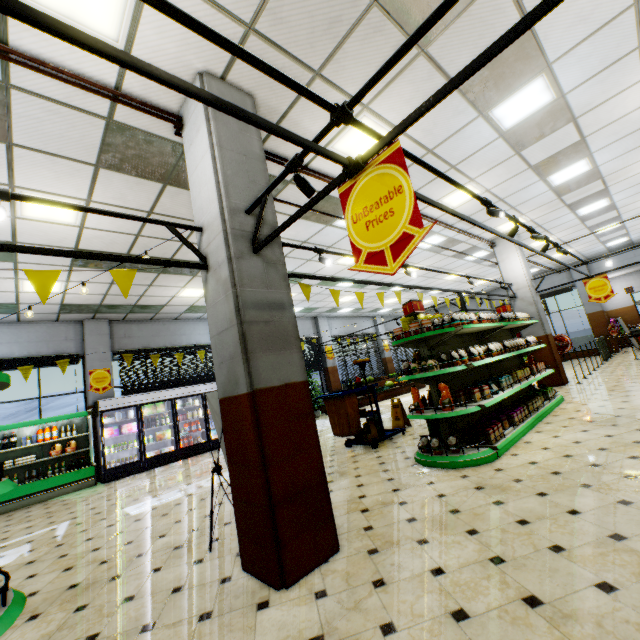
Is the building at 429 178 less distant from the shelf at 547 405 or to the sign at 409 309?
the shelf at 547 405

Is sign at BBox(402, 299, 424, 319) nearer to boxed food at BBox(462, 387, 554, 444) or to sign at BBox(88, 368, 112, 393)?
boxed food at BBox(462, 387, 554, 444)

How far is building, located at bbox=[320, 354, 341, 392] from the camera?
16.7 meters

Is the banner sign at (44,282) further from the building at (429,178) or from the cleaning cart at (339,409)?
the cleaning cart at (339,409)

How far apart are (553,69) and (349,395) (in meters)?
6.00

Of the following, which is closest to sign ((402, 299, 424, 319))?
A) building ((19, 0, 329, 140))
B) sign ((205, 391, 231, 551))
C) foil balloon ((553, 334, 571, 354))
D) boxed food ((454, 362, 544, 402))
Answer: boxed food ((454, 362, 544, 402))

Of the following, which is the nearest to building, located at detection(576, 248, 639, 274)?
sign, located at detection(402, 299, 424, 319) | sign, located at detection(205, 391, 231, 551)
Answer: sign, located at detection(205, 391, 231, 551)

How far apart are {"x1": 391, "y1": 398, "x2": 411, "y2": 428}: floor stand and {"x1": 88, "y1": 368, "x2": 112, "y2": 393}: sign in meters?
8.8 m
